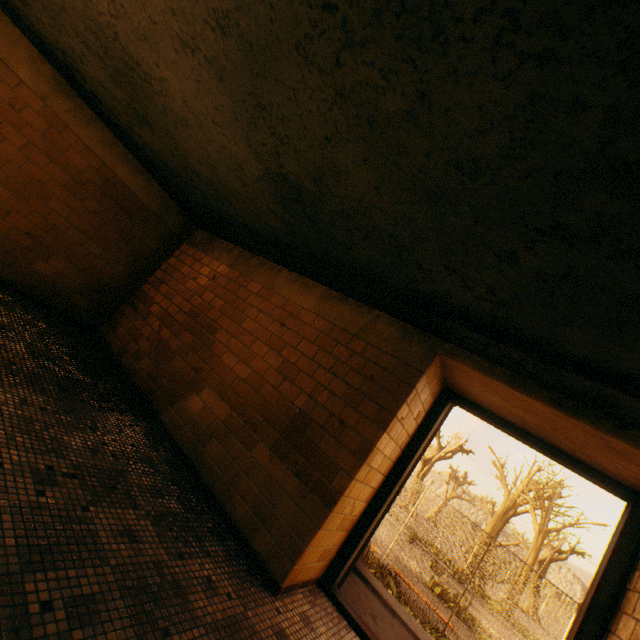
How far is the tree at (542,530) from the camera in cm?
2227

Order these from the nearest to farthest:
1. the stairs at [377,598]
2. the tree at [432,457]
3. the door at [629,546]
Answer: the door at [629,546] < the stairs at [377,598] < the tree at [432,457]

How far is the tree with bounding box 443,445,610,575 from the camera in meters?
22.3

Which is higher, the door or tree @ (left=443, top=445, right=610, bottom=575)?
tree @ (left=443, top=445, right=610, bottom=575)

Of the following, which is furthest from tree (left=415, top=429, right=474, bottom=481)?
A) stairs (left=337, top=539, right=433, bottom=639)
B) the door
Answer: the door

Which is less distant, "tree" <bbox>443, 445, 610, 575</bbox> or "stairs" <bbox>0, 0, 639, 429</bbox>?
"stairs" <bbox>0, 0, 639, 429</bbox>

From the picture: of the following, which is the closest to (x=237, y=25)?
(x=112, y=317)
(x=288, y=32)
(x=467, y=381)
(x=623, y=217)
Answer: (x=288, y=32)

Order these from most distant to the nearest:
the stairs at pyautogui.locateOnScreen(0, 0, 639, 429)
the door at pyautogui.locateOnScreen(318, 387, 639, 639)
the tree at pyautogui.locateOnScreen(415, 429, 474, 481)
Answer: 1. the tree at pyautogui.locateOnScreen(415, 429, 474, 481)
2. the door at pyautogui.locateOnScreen(318, 387, 639, 639)
3. the stairs at pyautogui.locateOnScreen(0, 0, 639, 429)
